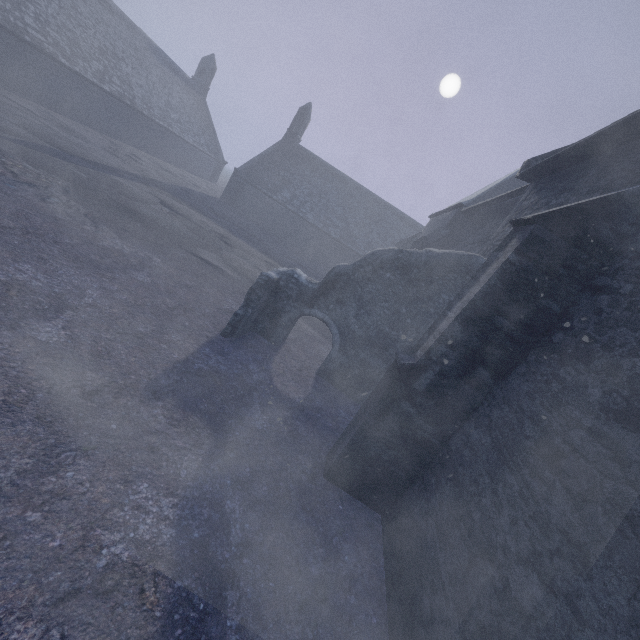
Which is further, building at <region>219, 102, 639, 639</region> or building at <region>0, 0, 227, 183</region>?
building at <region>0, 0, 227, 183</region>

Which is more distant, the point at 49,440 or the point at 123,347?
the point at 123,347

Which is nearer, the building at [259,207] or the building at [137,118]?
the building at [259,207]
